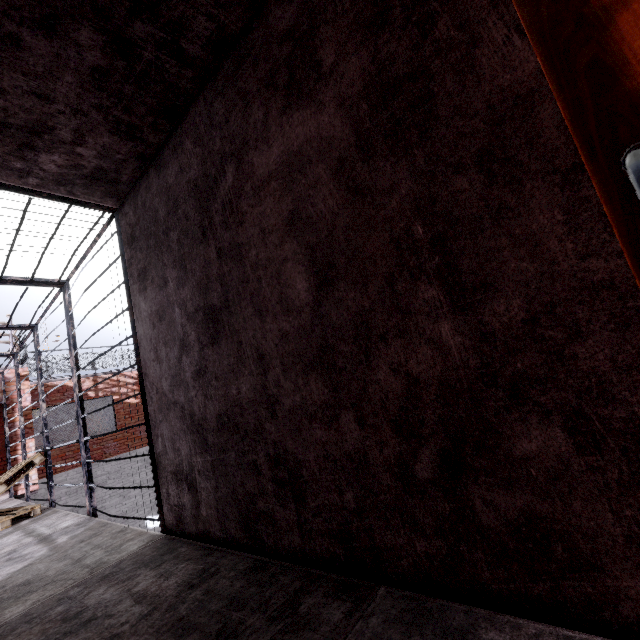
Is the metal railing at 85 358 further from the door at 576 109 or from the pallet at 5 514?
the door at 576 109

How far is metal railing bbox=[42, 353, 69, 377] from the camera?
10.9m

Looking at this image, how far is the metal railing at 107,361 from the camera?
12.0 meters

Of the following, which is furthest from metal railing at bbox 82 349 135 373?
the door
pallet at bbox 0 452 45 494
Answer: the door

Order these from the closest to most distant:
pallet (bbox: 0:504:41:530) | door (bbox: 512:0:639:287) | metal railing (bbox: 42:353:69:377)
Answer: door (bbox: 512:0:639:287), pallet (bbox: 0:504:41:530), metal railing (bbox: 42:353:69:377)

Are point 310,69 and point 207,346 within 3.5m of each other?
yes
